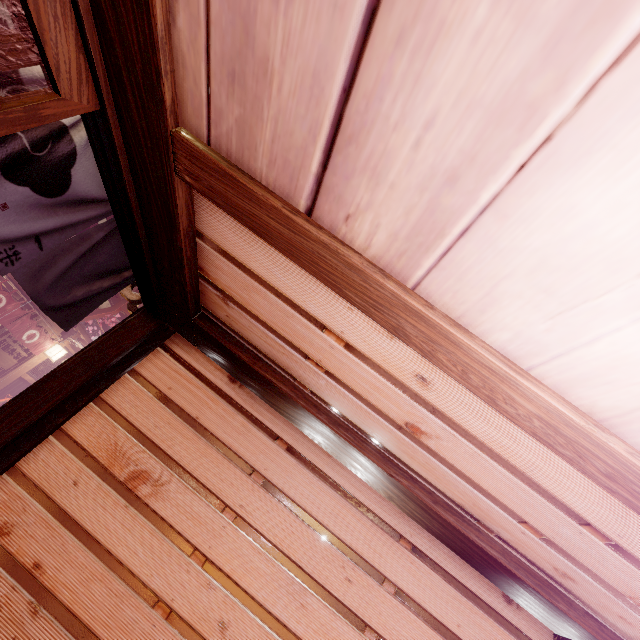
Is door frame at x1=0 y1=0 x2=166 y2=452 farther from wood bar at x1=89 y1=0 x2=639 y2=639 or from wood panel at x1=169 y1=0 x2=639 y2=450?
wood panel at x1=169 y1=0 x2=639 y2=450

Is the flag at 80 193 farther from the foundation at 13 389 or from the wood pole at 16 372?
the wood pole at 16 372

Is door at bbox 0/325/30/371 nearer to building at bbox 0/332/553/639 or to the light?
the light

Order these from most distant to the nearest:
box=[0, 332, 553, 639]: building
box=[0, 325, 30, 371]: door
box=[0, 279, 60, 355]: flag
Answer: box=[0, 325, 30, 371]: door, box=[0, 279, 60, 355]: flag, box=[0, 332, 553, 639]: building

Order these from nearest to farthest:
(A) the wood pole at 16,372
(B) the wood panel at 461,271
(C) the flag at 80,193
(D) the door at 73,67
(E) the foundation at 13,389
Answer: (B) the wood panel at 461,271 → (D) the door at 73,67 → (C) the flag at 80,193 → (A) the wood pole at 16,372 → (E) the foundation at 13,389

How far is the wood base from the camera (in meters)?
5.77

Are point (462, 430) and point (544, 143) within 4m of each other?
yes

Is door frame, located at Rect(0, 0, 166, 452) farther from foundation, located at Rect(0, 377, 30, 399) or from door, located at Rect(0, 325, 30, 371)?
door, located at Rect(0, 325, 30, 371)
